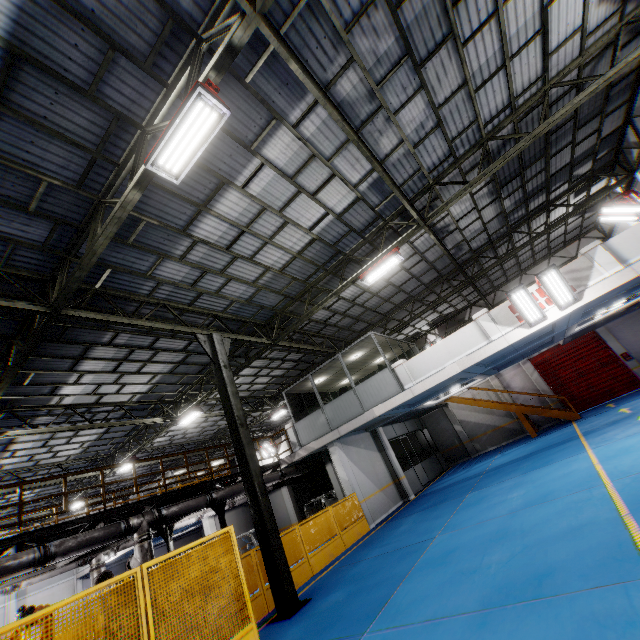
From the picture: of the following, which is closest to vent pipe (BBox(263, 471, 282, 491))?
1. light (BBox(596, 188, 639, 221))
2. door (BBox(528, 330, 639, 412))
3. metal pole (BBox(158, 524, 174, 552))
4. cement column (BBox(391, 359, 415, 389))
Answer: metal pole (BBox(158, 524, 174, 552))

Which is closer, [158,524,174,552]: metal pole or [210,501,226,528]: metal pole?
[210,501,226,528]: metal pole

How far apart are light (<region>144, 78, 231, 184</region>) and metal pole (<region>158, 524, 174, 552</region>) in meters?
15.0

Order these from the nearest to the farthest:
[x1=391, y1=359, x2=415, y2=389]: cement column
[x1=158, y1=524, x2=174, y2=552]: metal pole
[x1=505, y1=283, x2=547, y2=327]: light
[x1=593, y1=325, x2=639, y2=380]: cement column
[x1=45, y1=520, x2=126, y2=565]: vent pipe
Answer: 1. [x1=45, y1=520, x2=126, y2=565]: vent pipe
2. [x1=505, y1=283, x2=547, y2=327]: light
3. [x1=391, y1=359, x2=415, y2=389]: cement column
4. [x1=158, y1=524, x2=174, y2=552]: metal pole
5. [x1=593, y1=325, x2=639, y2=380]: cement column

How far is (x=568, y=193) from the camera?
14.8 meters

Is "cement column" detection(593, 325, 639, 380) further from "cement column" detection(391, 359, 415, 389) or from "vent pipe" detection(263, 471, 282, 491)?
"vent pipe" detection(263, 471, 282, 491)

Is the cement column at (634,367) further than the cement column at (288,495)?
No

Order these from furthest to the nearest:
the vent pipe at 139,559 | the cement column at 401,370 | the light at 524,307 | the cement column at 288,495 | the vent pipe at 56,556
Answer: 1. the cement column at 288,495
2. the cement column at 401,370
3. the light at 524,307
4. the vent pipe at 139,559
5. the vent pipe at 56,556
